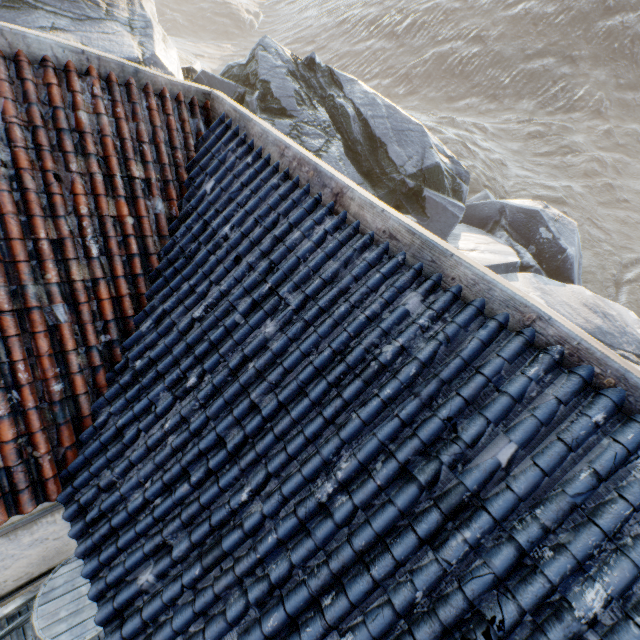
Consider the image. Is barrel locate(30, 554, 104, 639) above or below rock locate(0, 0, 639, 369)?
below

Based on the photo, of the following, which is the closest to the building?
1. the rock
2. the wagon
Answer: the wagon

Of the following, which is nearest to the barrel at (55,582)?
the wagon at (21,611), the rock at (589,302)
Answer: the wagon at (21,611)

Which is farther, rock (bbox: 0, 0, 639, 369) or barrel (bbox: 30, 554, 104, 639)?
rock (bbox: 0, 0, 639, 369)

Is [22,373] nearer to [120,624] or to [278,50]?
[120,624]

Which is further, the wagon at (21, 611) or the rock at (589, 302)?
the rock at (589, 302)

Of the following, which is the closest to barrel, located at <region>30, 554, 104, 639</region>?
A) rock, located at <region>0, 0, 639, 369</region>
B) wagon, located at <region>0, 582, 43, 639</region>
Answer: wagon, located at <region>0, 582, 43, 639</region>

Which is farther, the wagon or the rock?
the rock
